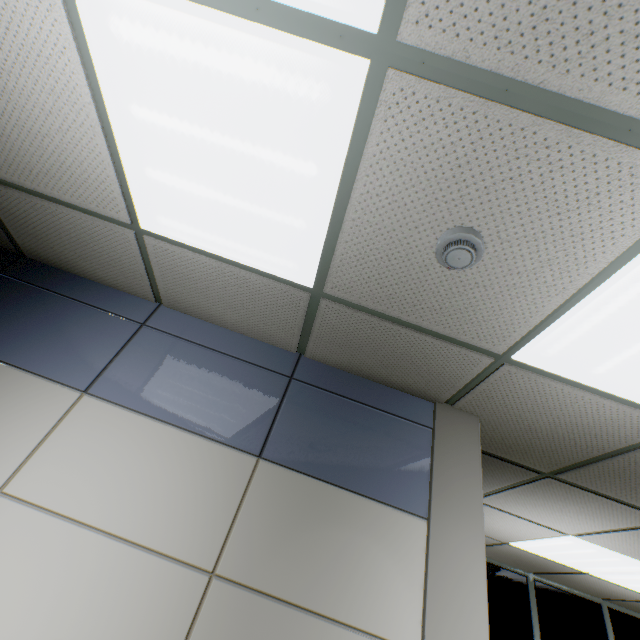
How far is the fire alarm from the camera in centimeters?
116cm

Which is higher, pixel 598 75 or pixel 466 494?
pixel 598 75

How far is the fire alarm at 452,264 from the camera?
1.16m
